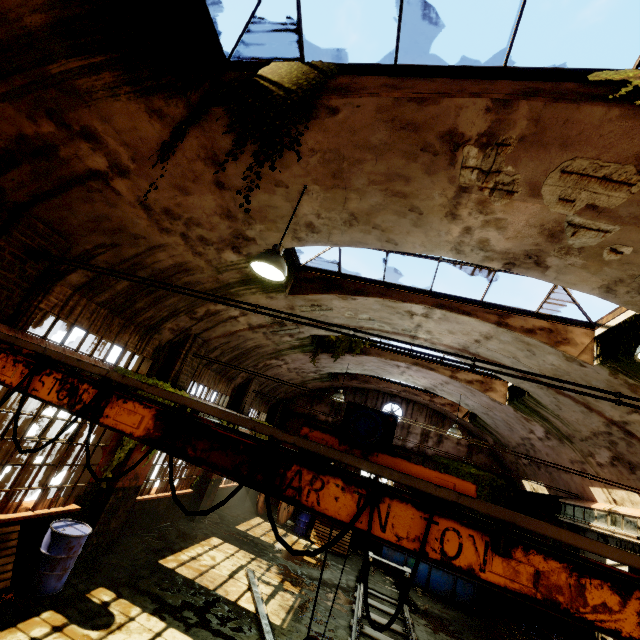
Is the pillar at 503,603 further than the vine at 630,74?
Yes

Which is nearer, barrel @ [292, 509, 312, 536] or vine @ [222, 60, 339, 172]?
vine @ [222, 60, 339, 172]

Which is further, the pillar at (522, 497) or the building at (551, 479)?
the pillar at (522, 497)

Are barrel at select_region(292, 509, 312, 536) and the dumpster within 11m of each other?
yes

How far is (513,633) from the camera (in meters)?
11.78

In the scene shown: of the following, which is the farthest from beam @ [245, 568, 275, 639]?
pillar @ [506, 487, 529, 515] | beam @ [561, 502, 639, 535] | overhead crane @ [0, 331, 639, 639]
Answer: pillar @ [506, 487, 529, 515]

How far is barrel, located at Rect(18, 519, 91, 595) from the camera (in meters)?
5.70

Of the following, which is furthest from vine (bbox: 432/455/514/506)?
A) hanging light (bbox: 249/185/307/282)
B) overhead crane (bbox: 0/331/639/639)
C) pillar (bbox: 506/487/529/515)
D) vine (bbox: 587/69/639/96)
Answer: hanging light (bbox: 249/185/307/282)
